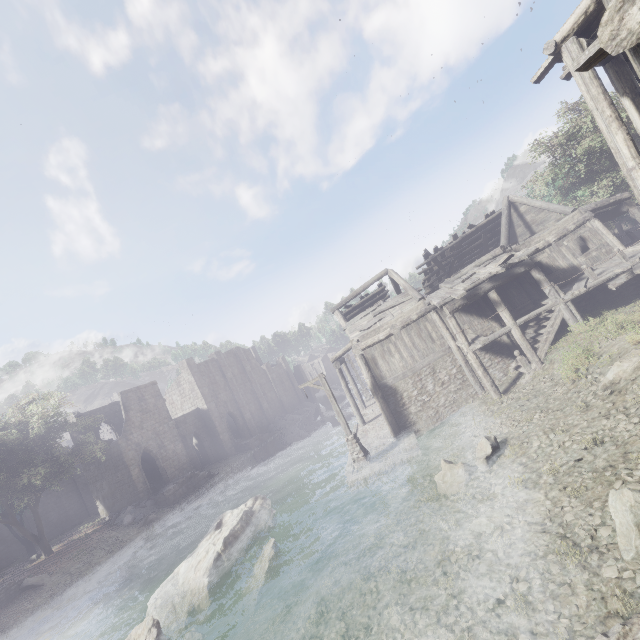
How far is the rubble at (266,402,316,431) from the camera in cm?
4528

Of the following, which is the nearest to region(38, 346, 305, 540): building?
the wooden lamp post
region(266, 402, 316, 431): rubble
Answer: region(266, 402, 316, 431): rubble

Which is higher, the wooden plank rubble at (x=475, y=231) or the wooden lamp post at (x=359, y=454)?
the wooden plank rubble at (x=475, y=231)

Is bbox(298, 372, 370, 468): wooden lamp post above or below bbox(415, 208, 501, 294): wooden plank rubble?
below

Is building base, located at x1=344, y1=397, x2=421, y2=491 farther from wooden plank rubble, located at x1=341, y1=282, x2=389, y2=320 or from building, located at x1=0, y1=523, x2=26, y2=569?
wooden plank rubble, located at x1=341, y1=282, x2=389, y2=320

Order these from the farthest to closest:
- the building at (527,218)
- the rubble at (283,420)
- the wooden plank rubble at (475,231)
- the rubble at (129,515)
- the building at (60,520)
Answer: the rubble at (283,420) → the building at (60,520) → the rubble at (129,515) → the wooden plank rubble at (475,231) → the building at (527,218)

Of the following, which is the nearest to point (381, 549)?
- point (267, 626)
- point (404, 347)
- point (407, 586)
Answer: point (407, 586)

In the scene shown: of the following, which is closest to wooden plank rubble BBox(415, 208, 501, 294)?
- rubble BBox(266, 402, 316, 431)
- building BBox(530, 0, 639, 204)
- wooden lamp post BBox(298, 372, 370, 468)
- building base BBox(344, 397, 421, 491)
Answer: building BBox(530, 0, 639, 204)
